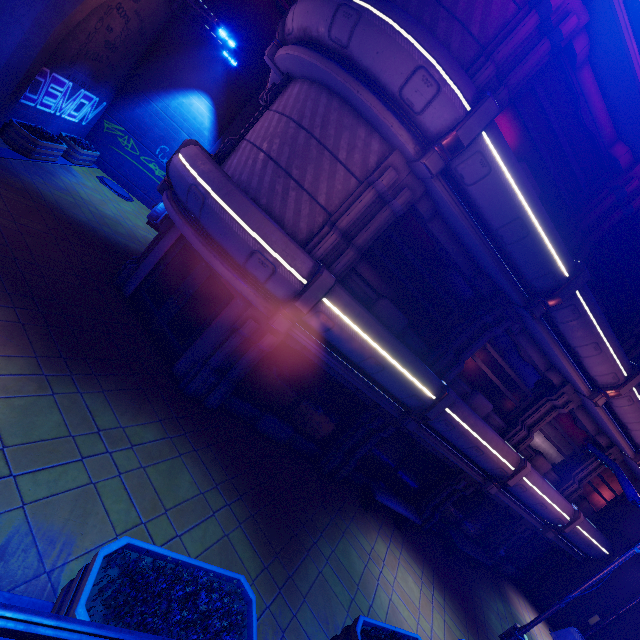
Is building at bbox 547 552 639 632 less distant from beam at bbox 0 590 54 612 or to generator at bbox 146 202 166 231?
beam at bbox 0 590 54 612

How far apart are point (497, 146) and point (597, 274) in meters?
6.5 m

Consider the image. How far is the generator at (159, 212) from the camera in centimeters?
1580cm

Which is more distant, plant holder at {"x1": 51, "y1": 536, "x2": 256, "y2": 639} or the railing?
plant holder at {"x1": 51, "y1": 536, "x2": 256, "y2": 639}

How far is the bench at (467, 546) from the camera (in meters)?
12.27

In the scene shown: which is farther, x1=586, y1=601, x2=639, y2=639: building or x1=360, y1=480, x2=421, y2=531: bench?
x1=586, y1=601, x2=639, y2=639: building

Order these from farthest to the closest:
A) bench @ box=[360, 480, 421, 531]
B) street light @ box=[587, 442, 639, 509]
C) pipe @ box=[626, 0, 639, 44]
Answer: bench @ box=[360, 480, 421, 531], street light @ box=[587, 442, 639, 509], pipe @ box=[626, 0, 639, 44]

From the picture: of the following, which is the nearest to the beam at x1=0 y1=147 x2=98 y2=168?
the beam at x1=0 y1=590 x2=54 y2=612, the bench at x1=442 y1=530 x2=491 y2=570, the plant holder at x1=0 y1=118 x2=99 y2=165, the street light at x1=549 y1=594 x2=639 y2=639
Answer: the plant holder at x1=0 y1=118 x2=99 y2=165
